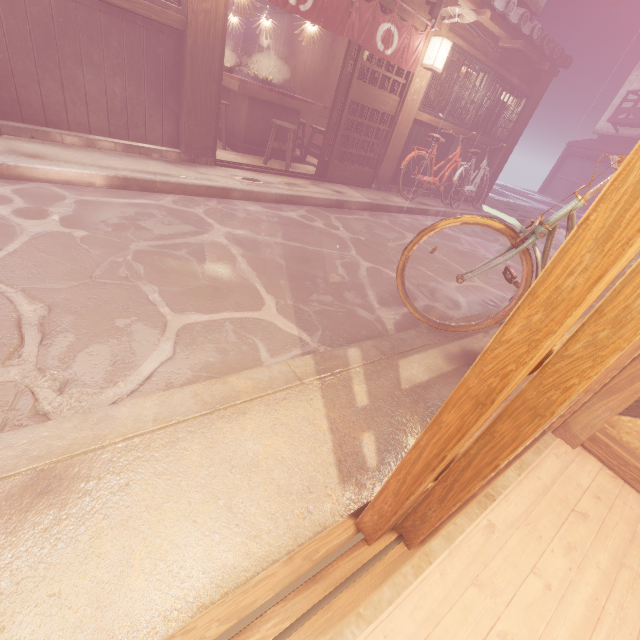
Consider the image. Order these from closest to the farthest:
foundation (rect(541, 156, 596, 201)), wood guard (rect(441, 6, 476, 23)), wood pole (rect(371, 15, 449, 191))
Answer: wood guard (rect(441, 6, 476, 23)) < wood pole (rect(371, 15, 449, 191)) < foundation (rect(541, 156, 596, 201))

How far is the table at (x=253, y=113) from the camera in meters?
10.1 m

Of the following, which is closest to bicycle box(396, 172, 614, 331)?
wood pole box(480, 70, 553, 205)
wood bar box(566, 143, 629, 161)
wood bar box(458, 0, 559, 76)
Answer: wood bar box(458, 0, 559, 76)

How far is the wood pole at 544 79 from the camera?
14.30m

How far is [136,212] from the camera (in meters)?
6.00

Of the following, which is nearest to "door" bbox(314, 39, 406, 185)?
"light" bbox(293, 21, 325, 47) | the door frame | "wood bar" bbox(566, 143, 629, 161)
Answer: "light" bbox(293, 21, 325, 47)

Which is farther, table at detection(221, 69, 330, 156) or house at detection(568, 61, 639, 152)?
house at detection(568, 61, 639, 152)

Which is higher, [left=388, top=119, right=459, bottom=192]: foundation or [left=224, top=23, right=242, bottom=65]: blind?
[left=224, top=23, right=242, bottom=65]: blind
